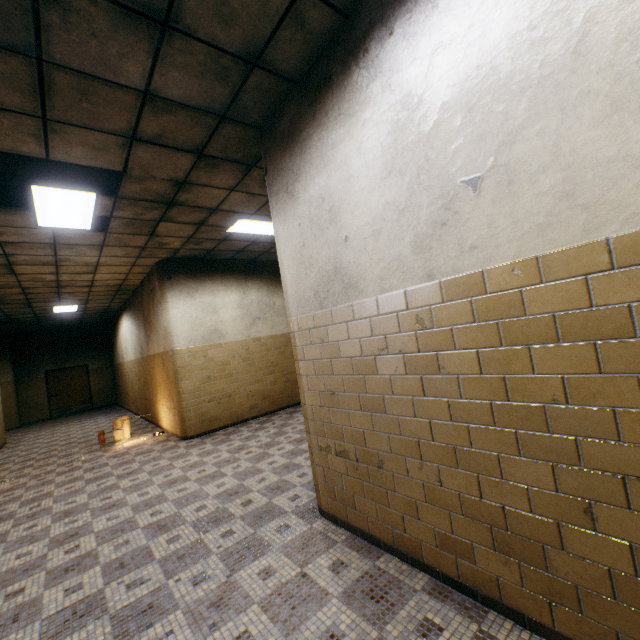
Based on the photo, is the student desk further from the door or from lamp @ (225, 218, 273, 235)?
the door

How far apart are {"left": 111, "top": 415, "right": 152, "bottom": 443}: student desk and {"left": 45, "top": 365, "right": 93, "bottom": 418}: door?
9.87m

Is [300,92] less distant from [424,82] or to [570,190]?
[424,82]

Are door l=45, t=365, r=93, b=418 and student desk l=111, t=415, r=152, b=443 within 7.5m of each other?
no

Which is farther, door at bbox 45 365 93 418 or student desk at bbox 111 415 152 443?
door at bbox 45 365 93 418

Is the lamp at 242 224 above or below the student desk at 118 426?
above

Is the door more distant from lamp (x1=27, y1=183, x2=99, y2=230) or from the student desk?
lamp (x1=27, y1=183, x2=99, y2=230)

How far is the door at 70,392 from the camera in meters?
14.8
